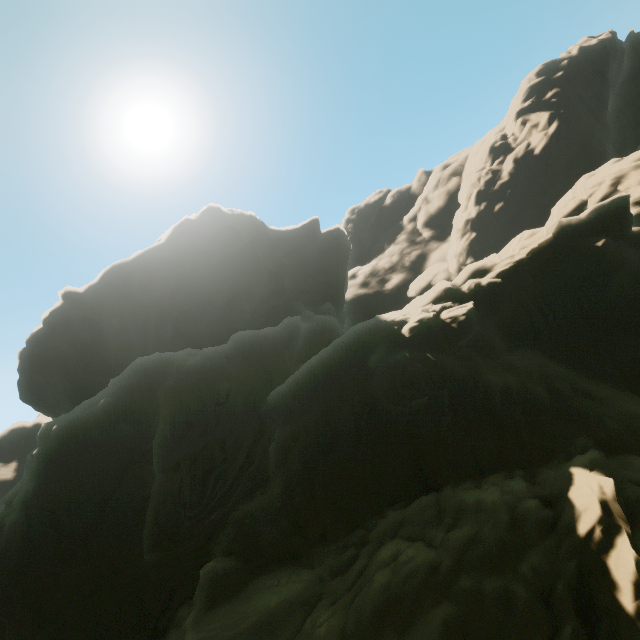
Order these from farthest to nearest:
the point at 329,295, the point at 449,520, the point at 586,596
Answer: the point at 329,295 < the point at 449,520 < the point at 586,596
